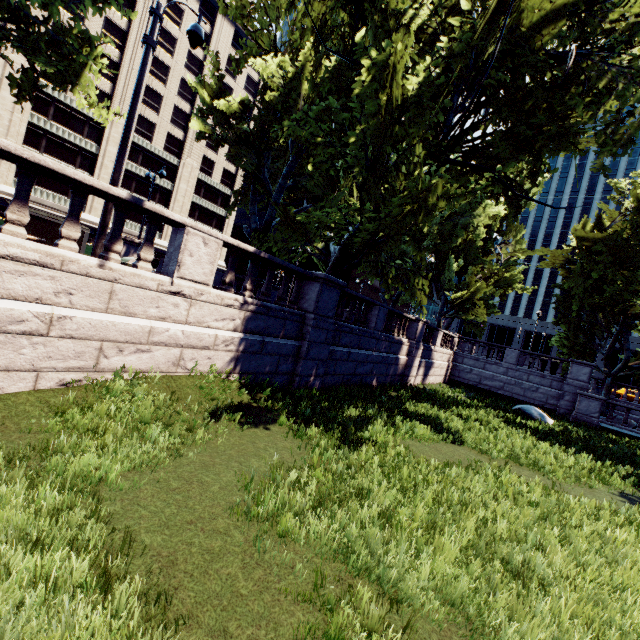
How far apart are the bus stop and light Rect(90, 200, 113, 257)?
12.5m

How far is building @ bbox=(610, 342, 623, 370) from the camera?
51.06m

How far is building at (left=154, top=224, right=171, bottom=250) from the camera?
48.2m

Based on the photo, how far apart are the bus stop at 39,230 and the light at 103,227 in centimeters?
1254cm

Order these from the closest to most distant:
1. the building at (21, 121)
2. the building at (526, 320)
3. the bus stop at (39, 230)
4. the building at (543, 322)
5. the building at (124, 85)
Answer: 1. the bus stop at (39, 230)
2. the building at (21, 121)
3. the building at (124, 85)
4. the building at (543, 322)
5. the building at (526, 320)

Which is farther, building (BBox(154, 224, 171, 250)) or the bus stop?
building (BBox(154, 224, 171, 250))

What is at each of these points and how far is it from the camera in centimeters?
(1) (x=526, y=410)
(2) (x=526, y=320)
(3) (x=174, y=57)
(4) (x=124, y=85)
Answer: (1) rock, 1806cm
(2) building, 5831cm
(3) building, 4578cm
(4) building, 4147cm

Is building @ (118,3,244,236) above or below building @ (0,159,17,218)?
above
